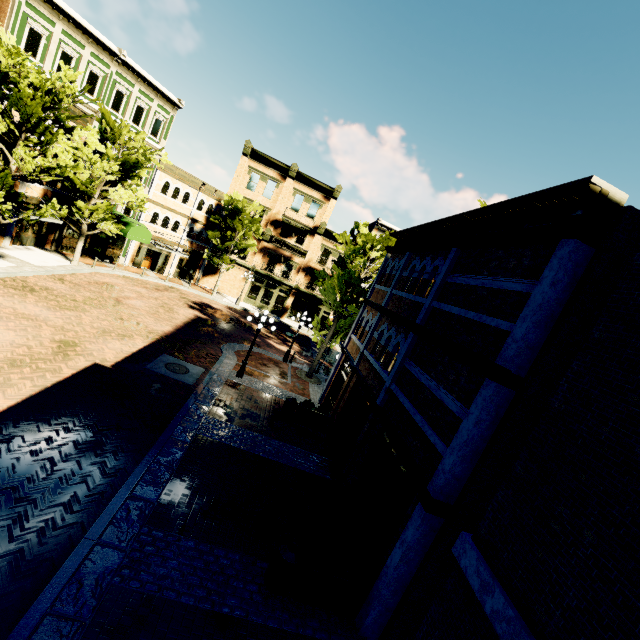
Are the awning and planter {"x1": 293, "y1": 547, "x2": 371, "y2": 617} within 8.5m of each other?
no

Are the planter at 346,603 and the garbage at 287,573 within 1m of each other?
yes

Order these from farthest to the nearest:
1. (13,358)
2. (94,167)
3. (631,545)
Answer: (94,167) < (13,358) < (631,545)

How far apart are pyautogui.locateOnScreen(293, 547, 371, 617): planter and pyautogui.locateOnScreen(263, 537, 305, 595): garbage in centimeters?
7cm

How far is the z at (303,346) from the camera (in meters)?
25.29

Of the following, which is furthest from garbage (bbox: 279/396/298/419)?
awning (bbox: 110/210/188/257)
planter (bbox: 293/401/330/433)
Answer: awning (bbox: 110/210/188/257)

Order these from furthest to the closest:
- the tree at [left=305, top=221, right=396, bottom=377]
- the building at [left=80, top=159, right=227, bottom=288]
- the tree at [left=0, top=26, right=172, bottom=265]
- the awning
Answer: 1. the building at [left=80, top=159, right=227, bottom=288]
2. the awning
3. the tree at [left=305, top=221, right=396, bottom=377]
4. the tree at [left=0, top=26, right=172, bottom=265]

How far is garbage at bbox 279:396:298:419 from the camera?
13.8 meters
